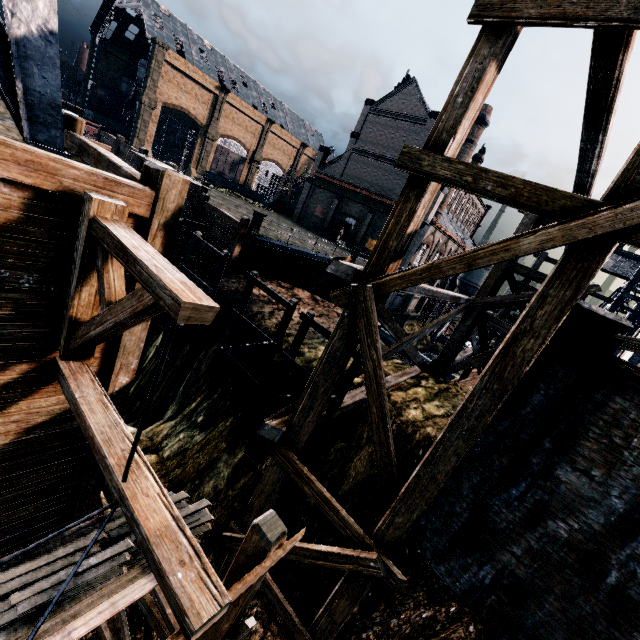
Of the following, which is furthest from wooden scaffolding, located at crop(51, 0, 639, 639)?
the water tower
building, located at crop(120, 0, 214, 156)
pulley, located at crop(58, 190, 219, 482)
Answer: the water tower

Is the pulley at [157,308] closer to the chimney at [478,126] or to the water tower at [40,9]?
the water tower at [40,9]

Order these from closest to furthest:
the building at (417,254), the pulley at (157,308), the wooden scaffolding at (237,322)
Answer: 1. the pulley at (157,308)
2. the wooden scaffolding at (237,322)
3. the building at (417,254)

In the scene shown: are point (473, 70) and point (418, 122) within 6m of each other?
no

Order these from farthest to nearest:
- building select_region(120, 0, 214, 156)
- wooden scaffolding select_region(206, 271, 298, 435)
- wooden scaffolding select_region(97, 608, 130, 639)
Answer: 1. building select_region(120, 0, 214, 156)
2. wooden scaffolding select_region(206, 271, 298, 435)
3. wooden scaffolding select_region(97, 608, 130, 639)

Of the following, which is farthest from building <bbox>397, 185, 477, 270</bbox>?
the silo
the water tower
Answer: the water tower

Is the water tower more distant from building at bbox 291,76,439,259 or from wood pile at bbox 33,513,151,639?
building at bbox 291,76,439,259

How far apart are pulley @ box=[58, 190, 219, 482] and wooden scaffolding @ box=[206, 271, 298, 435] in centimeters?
677cm
